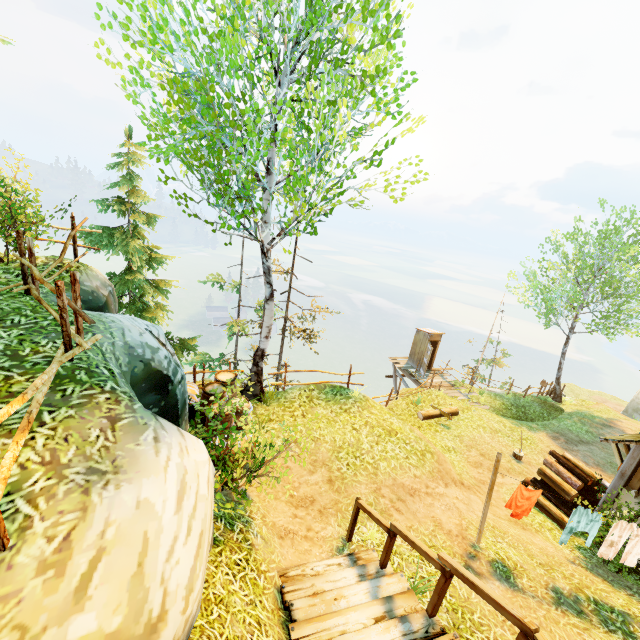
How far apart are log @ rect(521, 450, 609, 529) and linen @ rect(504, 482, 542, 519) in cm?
385

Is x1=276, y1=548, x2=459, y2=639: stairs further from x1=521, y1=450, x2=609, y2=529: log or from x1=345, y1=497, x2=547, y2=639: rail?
x1=521, y1=450, x2=609, y2=529: log

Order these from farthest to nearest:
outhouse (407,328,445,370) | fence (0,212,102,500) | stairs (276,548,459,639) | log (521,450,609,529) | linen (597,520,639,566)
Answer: Result: outhouse (407,328,445,370) → log (521,450,609,529) → linen (597,520,639,566) → stairs (276,548,459,639) → fence (0,212,102,500)

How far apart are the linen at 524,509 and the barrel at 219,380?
6.37m

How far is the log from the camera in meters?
9.5

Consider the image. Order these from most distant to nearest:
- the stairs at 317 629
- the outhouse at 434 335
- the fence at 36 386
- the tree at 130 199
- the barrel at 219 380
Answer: the outhouse at 434 335 < the barrel at 219 380 < the tree at 130 199 < the stairs at 317 629 < the fence at 36 386

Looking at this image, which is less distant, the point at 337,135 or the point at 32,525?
the point at 32,525

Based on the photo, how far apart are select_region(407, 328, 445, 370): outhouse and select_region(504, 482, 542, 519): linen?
13.53m
